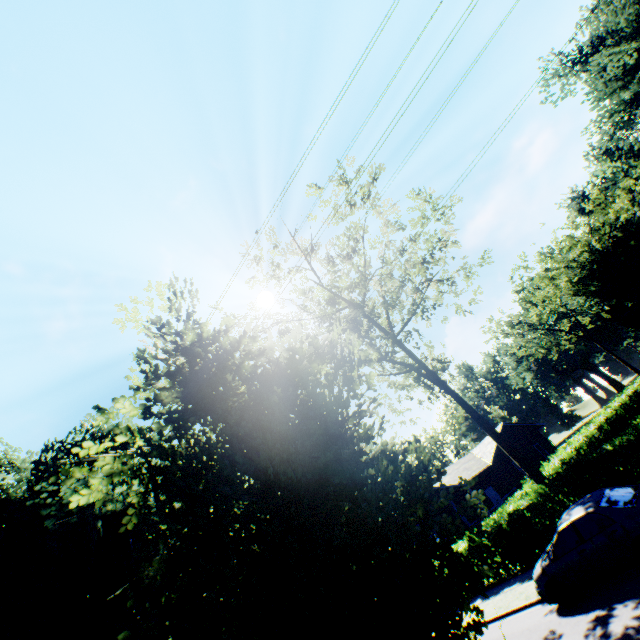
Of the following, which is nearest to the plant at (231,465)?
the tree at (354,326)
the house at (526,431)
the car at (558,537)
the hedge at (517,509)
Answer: the car at (558,537)

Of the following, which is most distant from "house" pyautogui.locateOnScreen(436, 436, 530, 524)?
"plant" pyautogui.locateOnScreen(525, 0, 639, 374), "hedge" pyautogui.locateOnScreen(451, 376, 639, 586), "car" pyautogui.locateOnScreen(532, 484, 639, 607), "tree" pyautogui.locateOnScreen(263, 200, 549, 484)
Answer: "plant" pyautogui.locateOnScreen(525, 0, 639, 374)

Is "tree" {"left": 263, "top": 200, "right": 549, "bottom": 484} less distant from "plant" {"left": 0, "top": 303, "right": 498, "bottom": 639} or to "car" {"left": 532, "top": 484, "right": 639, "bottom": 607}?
"car" {"left": 532, "top": 484, "right": 639, "bottom": 607}

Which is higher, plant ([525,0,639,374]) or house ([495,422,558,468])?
plant ([525,0,639,374])

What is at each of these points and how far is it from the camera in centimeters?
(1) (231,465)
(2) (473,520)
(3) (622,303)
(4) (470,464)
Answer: (1) plant, 404cm
(2) house, 3141cm
(3) plant, 4231cm
(4) house, 3069cm

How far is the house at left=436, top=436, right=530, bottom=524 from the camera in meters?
27.6

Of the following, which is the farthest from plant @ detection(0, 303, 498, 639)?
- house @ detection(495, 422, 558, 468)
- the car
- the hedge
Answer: house @ detection(495, 422, 558, 468)

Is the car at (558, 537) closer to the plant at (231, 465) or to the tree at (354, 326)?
the tree at (354, 326)
